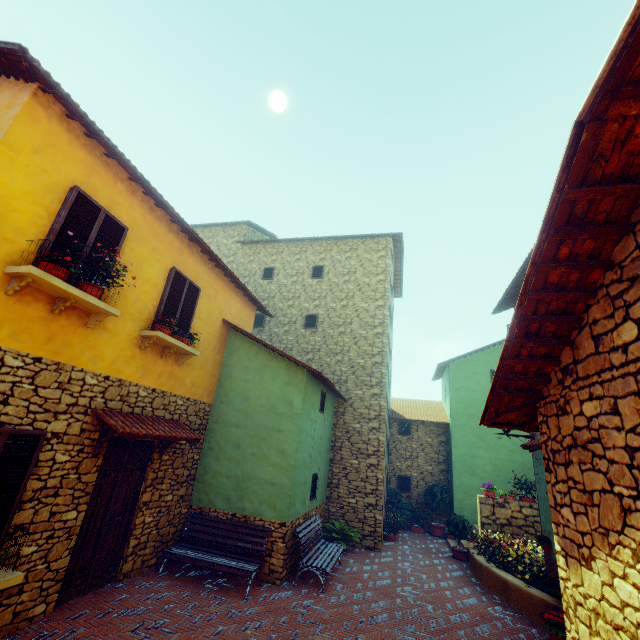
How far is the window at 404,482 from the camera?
14.87m

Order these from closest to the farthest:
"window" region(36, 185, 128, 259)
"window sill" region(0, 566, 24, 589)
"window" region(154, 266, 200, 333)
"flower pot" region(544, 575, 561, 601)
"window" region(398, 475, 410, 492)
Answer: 1. "window sill" region(0, 566, 24, 589)
2. "window" region(36, 185, 128, 259)
3. "flower pot" region(544, 575, 561, 601)
4. "window" region(154, 266, 200, 333)
5. "window" region(398, 475, 410, 492)

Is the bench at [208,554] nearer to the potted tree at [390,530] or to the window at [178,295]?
the window at [178,295]

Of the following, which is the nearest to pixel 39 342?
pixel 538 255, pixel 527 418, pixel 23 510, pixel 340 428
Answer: pixel 23 510

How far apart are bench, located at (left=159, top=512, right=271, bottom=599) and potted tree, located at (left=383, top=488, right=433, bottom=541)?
7.42m

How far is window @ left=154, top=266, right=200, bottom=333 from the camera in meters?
7.2

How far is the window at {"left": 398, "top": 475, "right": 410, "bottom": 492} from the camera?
14.9m
